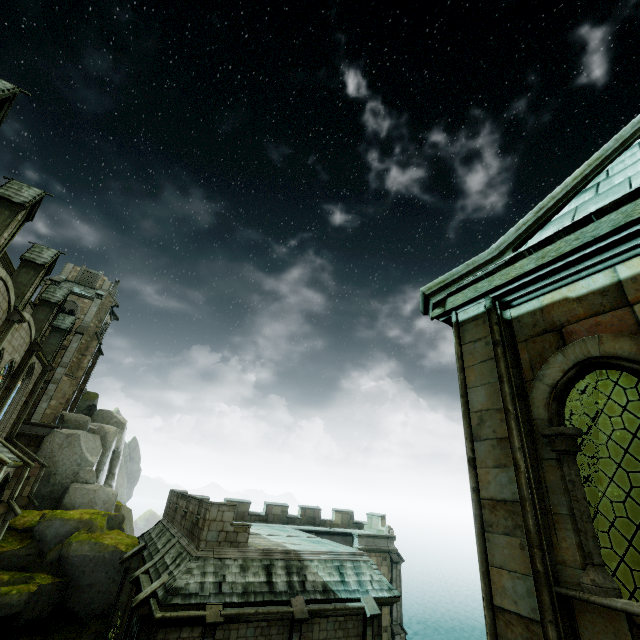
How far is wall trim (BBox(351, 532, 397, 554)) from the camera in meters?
27.7

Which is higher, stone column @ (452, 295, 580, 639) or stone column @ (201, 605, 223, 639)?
stone column @ (452, 295, 580, 639)

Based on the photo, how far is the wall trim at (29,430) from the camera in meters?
28.2

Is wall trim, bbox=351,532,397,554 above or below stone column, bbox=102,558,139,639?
above

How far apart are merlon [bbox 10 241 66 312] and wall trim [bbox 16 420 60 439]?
14.4 meters

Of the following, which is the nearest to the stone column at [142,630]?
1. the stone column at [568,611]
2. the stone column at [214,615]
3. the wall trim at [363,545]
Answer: the stone column at [214,615]

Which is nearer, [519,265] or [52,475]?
[519,265]

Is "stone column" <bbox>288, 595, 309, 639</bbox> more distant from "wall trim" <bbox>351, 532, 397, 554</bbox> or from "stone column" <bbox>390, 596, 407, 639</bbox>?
"stone column" <bbox>390, 596, 407, 639</bbox>
